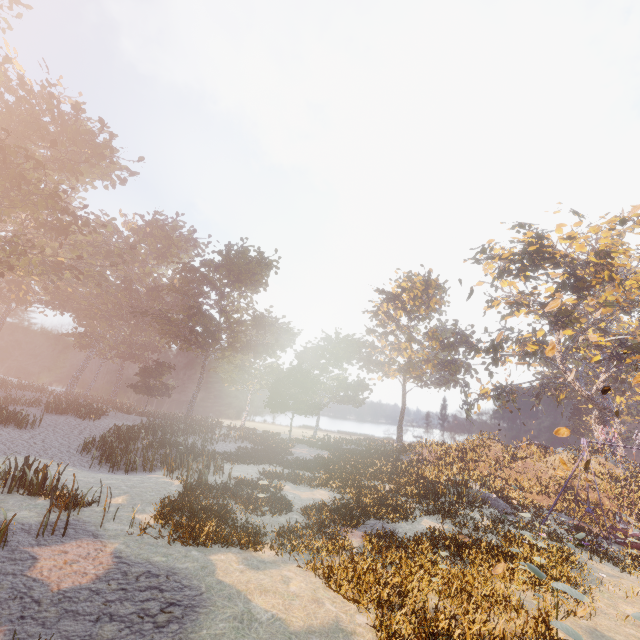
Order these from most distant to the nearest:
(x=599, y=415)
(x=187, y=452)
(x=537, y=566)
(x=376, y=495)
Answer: (x=599, y=415), (x=187, y=452), (x=376, y=495), (x=537, y=566)
